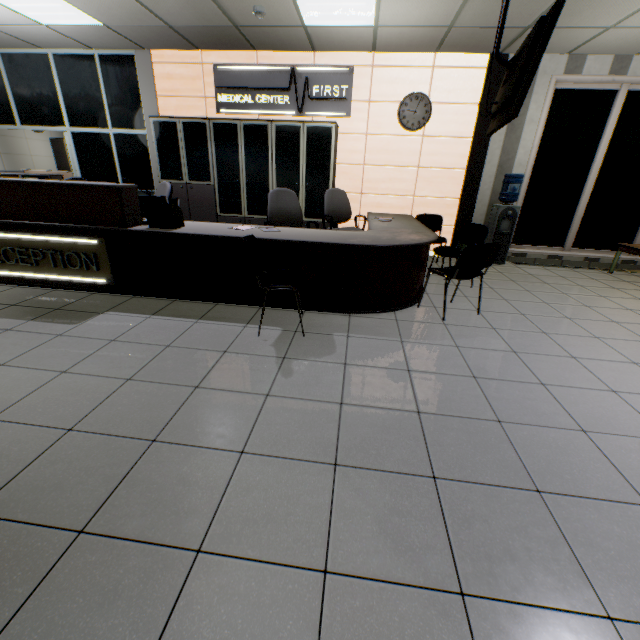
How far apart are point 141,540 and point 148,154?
7.2 meters

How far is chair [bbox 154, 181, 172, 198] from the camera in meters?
4.6

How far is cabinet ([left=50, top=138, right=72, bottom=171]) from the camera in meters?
11.2

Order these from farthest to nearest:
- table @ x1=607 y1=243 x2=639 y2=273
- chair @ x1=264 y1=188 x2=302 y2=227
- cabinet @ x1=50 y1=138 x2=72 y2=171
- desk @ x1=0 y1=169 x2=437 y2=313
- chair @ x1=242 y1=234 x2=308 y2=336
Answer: cabinet @ x1=50 y1=138 x2=72 y2=171
table @ x1=607 y1=243 x2=639 y2=273
chair @ x1=264 y1=188 x2=302 y2=227
desk @ x1=0 y1=169 x2=437 y2=313
chair @ x1=242 y1=234 x2=308 y2=336

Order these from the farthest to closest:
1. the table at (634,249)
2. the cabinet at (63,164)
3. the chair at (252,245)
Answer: the cabinet at (63,164), the table at (634,249), the chair at (252,245)

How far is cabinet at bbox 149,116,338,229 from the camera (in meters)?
5.49

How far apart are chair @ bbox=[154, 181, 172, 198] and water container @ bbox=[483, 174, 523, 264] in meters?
5.4 m

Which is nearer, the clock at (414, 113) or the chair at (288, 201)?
the chair at (288, 201)
